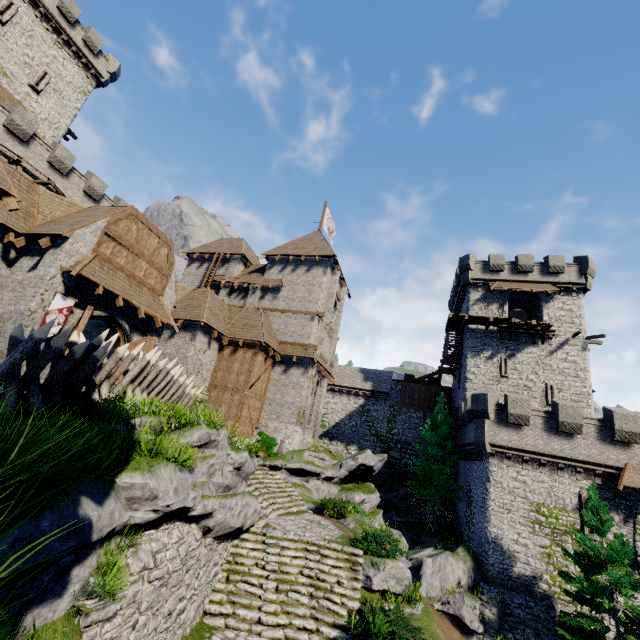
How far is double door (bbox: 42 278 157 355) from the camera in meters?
13.3 m

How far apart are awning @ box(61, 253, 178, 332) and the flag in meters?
0.8 m

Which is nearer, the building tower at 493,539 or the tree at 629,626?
the tree at 629,626

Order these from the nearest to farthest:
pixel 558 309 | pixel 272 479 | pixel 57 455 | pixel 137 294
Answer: pixel 57 455 < pixel 137 294 < pixel 272 479 < pixel 558 309

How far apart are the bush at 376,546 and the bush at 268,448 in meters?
7.6 m

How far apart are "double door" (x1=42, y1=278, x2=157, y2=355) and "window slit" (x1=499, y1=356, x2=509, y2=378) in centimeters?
2778cm

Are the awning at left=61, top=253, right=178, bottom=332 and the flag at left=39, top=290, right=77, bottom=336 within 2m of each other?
yes

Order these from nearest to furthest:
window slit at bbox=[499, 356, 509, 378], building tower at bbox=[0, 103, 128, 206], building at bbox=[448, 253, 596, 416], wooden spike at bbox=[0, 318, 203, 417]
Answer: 1. wooden spike at bbox=[0, 318, 203, 417]
2. building tower at bbox=[0, 103, 128, 206]
3. building at bbox=[448, 253, 596, 416]
4. window slit at bbox=[499, 356, 509, 378]
